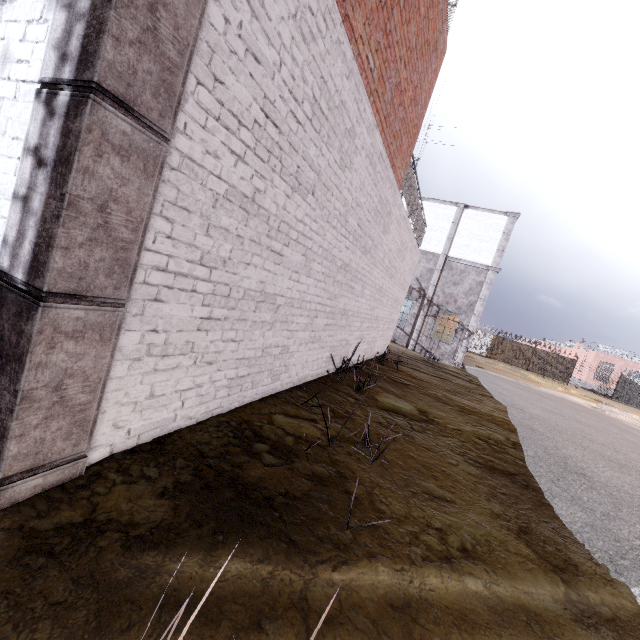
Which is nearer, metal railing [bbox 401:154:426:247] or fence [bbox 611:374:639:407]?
metal railing [bbox 401:154:426:247]

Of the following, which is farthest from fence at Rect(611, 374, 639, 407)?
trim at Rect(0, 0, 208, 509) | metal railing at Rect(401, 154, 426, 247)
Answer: trim at Rect(0, 0, 208, 509)

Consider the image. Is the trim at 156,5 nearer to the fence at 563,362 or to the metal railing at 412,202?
the metal railing at 412,202

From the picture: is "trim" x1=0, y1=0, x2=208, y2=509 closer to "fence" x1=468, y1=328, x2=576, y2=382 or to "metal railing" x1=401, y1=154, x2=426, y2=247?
"metal railing" x1=401, y1=154, x2=426, y2=247

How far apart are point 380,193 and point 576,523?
5.4m
